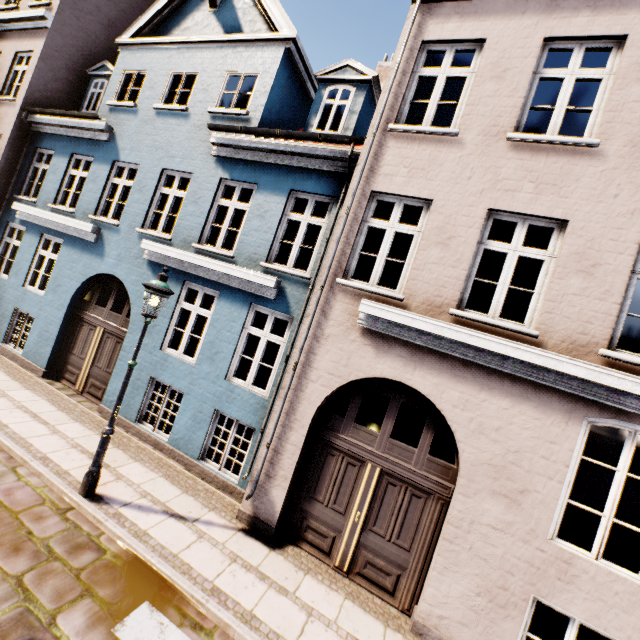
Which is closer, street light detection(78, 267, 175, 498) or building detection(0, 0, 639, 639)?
building detection(0, 0, 639, 639)

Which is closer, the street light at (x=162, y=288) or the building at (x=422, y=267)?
the building at (x=422, y=267)

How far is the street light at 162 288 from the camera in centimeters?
512cm

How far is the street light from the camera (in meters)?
5.12

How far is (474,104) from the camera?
5.49m
